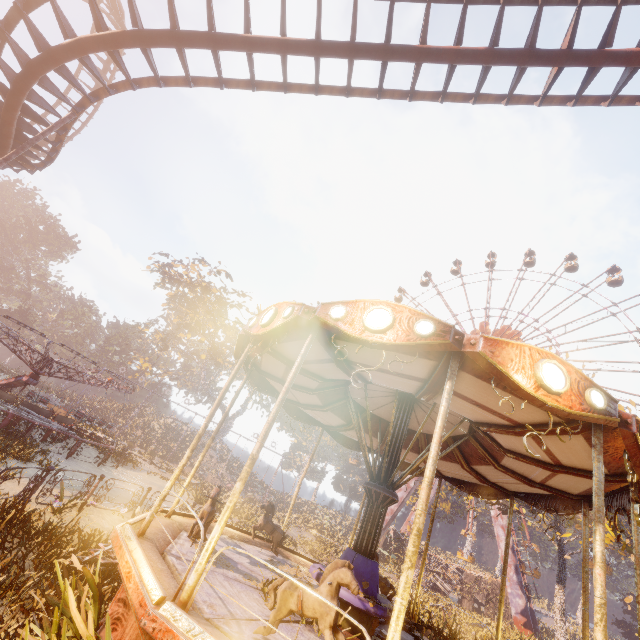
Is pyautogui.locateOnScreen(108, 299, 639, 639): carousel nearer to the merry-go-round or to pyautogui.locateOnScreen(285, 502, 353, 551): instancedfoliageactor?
the merry-go-round

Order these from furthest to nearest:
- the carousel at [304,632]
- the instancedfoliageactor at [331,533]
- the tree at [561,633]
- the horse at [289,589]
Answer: the instancedfoliageactor at [331,533], the tree at [561,633], the carousel at [304,632], the horse at [289,589]

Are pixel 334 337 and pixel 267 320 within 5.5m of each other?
yes

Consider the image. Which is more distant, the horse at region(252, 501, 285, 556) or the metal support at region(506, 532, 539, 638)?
the metal support at region(506, 532, 539, 638)

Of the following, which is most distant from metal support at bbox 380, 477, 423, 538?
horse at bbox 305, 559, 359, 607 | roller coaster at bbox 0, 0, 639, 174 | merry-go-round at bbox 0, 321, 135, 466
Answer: horse at bbox 305, 559, 359, 607

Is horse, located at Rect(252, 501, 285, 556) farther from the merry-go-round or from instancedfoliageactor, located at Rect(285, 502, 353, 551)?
instancedfoliageactor, located at Rect(285, 502, 353, 551)

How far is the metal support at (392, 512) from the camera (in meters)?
34.50

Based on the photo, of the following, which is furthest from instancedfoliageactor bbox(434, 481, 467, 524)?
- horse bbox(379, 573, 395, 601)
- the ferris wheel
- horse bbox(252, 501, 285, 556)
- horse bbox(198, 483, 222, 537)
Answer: horse bbox(198, 483, 222, 537)
